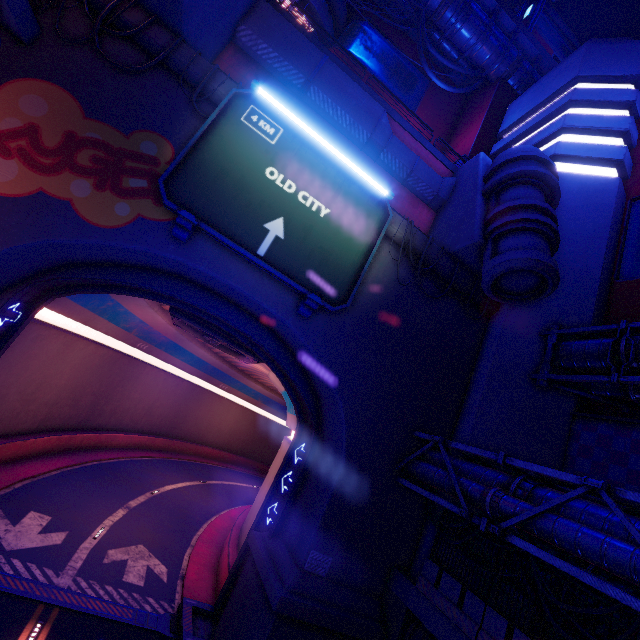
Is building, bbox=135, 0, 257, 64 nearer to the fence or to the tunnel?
the tunnel

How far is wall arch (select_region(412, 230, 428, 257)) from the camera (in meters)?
14.52

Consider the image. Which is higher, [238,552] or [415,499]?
[415,499]

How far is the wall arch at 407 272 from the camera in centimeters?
1444cm

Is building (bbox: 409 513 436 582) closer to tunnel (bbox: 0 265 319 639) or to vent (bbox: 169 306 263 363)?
tunnel (bbox: 0 265 319 639)

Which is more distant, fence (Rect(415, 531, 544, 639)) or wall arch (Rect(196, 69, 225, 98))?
wall arch (Rect(196, 69, 225, 98))

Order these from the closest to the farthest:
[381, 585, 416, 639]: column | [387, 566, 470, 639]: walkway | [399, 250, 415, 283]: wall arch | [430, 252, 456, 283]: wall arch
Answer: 1. [387, 566, 470, 639]: walkway
2. [381, 585, 416, 639]: column
3. [399, 250, 415, 283]: wall arch
4. [430, 252, 456, 283]: wall arch

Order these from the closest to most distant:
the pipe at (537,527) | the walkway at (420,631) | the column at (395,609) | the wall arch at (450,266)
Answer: the pipe at (537,527), the walkway at (420,631), the column at (395,609), the wall arch at (450,266)
